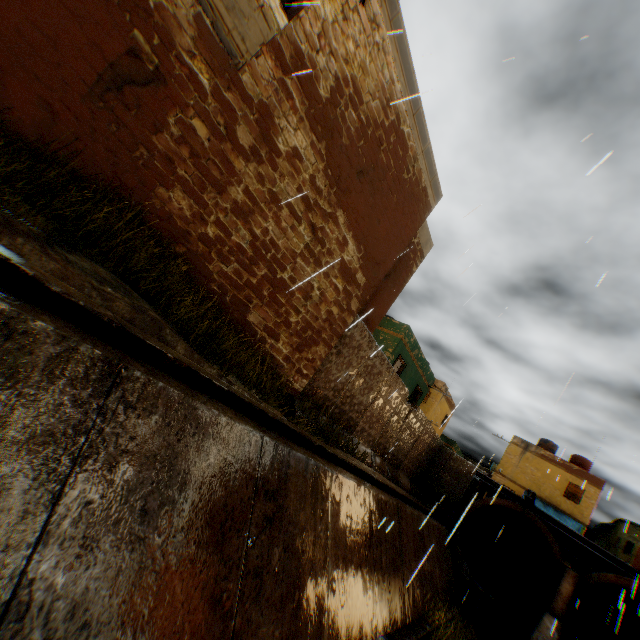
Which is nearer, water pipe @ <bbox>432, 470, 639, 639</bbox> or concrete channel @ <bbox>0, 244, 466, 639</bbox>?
concrete channel @ <bbox>0, 244, 466, 639</bbox>

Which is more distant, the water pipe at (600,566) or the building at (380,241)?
the water pipe at (600,566)

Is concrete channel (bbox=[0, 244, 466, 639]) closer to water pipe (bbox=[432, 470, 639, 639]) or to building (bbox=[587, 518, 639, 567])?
water pipe (bbox=[432, 470, 639, 639])

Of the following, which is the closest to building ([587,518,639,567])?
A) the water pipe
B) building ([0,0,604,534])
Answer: building ([0,0,604,534])

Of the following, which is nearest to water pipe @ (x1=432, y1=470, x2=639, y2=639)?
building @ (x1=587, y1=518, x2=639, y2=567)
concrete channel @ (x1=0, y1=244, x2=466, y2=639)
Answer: concrete channel @ (x1=0, y1=244, x2=466, y2=639)

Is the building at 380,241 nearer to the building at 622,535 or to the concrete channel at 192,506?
the concrete channel at 192,506

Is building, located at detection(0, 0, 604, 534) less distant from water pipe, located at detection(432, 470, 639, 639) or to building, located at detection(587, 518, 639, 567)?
water pipe, located at detection(432, 470, 639, 639)

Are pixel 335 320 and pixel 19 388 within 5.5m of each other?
no
